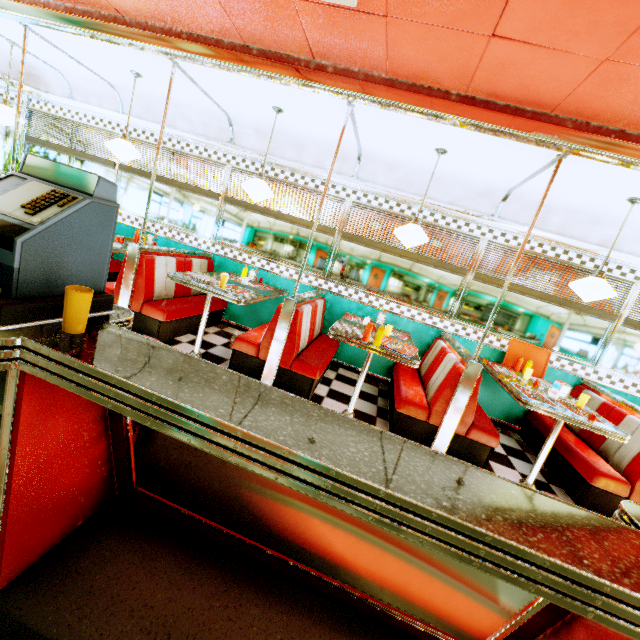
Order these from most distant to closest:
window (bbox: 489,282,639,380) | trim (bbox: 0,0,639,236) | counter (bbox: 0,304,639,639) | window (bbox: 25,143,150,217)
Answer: window (bbox: 25,143,150,217) < window (bbox: 489,282,639,380) < trim (bbox: 0,0,639,236) < counter (bbox: 0,304,639,639)

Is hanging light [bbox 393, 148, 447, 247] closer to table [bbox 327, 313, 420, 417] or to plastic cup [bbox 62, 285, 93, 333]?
table [bbox 327, 313, 420, 417]

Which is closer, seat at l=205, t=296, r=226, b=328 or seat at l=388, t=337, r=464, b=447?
seat at l=388, t=337, r=464, b=447

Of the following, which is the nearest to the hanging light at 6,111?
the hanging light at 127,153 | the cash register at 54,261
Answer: the hanging light at 127,153

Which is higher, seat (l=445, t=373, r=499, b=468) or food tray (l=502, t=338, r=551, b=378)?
food tray (l=502, t=338, r=551, b=378)

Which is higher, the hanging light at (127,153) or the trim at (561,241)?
the trim at (561,241)

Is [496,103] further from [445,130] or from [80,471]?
[80,471]

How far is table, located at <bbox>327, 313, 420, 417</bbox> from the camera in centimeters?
328cm
